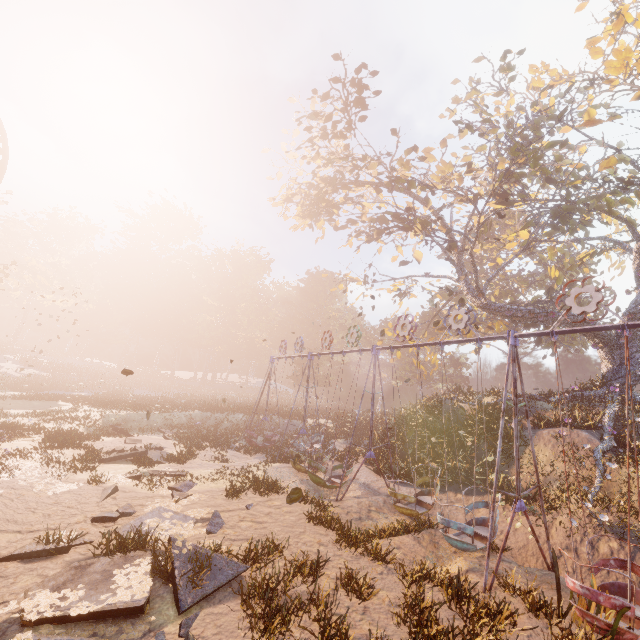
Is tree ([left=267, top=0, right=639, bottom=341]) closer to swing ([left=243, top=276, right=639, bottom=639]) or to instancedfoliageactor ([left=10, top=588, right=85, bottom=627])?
swing ([left=243, top=276, right=639, bottom=639])

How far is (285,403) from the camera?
53.38m

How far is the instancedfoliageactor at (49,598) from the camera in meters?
5.1

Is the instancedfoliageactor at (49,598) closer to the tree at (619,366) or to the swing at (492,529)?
the swing at (492,529)

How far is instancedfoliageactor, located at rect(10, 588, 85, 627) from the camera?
5.1 meters
